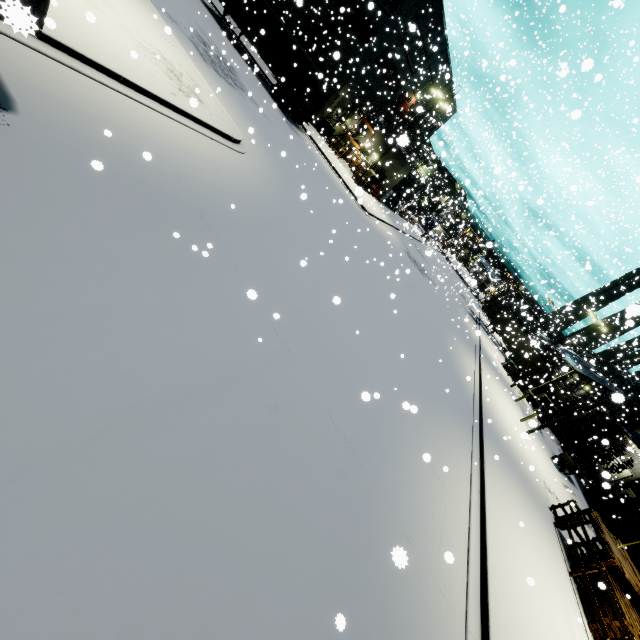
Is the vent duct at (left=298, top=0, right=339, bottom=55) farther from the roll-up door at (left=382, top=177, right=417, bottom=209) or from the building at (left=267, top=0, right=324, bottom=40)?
the roll-up door at (left=382, top=177, right=417, bottom=209)

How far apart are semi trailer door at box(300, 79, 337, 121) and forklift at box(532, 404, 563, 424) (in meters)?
34.47

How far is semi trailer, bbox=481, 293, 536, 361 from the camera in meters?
39.4

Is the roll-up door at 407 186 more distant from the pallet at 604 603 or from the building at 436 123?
the pallet at 604 603

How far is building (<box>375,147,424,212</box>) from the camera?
36.7 meters

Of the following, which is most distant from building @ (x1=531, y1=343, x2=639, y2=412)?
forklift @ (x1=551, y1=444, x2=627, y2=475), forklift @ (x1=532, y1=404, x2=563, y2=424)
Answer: forklift @ (x1=551, y1=444, x2=627, y2=475)

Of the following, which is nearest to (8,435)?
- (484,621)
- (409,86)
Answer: (484,621)

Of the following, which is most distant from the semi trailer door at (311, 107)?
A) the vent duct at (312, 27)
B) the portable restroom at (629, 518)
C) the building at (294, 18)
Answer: the portable restroom at (629, 518)
